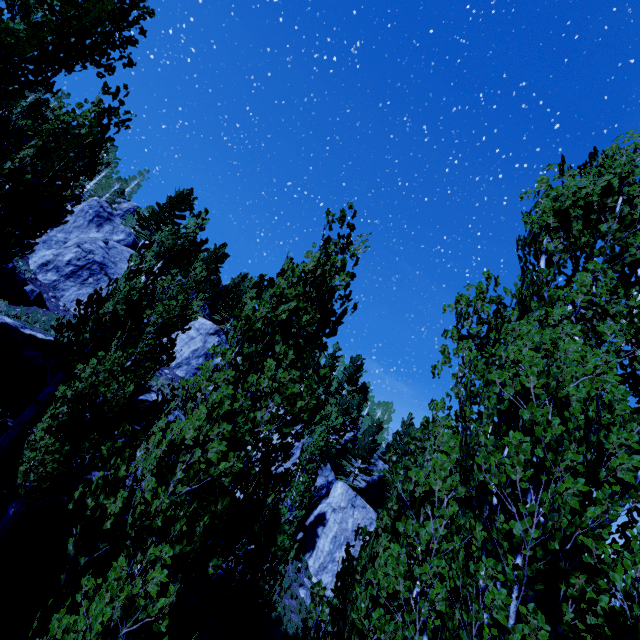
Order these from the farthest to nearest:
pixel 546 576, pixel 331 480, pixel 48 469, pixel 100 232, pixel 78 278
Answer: pixel 100 232 → pixel 78 278 → pixel 331 480 → pixel 48 469 → pixel 546 576

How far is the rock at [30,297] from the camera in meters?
20.3 m

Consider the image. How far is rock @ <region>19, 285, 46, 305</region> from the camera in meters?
20.3 m

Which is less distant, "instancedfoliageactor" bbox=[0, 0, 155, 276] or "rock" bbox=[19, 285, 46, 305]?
"instancedfoliageactor" bbox=[0, 0, 155, 276]

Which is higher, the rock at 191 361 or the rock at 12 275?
the rock at 191 361

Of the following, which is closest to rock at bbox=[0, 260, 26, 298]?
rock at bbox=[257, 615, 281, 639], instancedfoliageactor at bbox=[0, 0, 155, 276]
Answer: instancedfoliageactor at bbox=[0, 0, 155, 276]

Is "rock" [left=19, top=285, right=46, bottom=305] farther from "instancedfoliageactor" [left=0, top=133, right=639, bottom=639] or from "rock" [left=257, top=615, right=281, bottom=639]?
"rock" [left=257, top=615, right=281, bottom=639]
